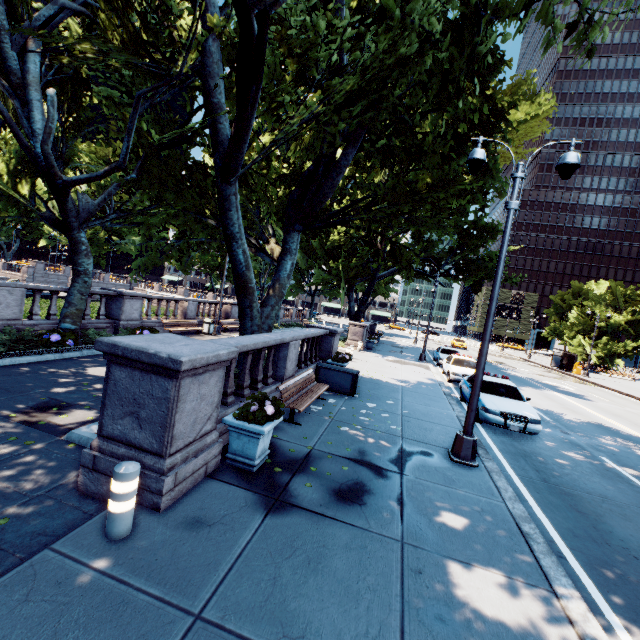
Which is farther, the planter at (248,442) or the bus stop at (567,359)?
the bus stop at (567,359)

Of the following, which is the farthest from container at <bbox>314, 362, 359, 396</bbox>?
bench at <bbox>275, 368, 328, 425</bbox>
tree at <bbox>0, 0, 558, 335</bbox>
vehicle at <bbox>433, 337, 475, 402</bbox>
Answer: vehicle at <bbox>433, 337, 475, 402</bbox>

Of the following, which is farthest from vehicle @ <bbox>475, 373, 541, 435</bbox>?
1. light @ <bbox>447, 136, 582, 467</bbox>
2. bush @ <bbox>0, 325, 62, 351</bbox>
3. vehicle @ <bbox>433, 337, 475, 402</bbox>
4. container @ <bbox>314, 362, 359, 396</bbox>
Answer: bush @ <bbox>0, 325, 62, 351</bbox>

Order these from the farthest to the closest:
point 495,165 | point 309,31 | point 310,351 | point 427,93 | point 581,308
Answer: point 581,308
point 495,165
point 310,351
point 427,93
point 309,31

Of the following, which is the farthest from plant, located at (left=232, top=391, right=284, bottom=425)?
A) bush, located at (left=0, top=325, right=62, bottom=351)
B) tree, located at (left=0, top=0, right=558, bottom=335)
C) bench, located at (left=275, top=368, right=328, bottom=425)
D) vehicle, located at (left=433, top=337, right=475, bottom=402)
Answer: vehicle, located at (left=433, top=337, right=475, bottom=402)

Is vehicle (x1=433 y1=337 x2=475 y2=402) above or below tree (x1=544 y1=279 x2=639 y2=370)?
below

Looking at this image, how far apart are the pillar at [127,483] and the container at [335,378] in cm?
813

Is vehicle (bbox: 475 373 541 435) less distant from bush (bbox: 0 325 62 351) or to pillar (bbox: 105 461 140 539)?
pillar (bbox: 105 461 140 539)
